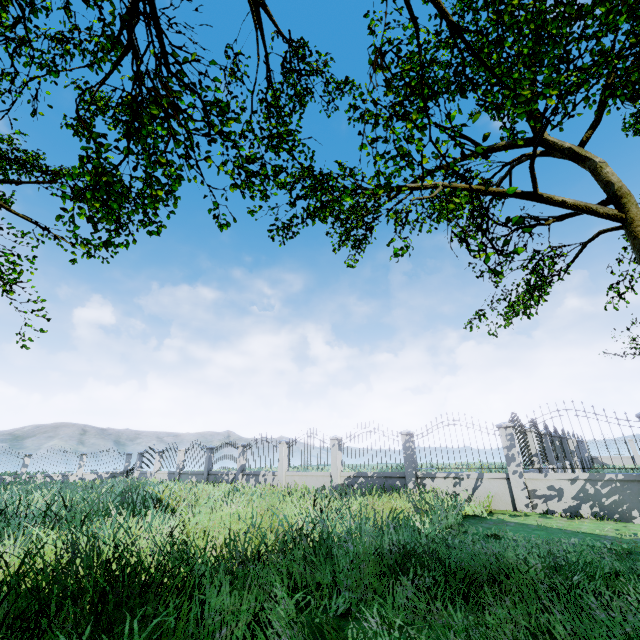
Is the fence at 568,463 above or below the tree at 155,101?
below

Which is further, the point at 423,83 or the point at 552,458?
the point at 552,458

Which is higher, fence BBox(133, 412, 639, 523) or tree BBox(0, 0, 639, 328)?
tree BBox(0, 0, 639, 328)
